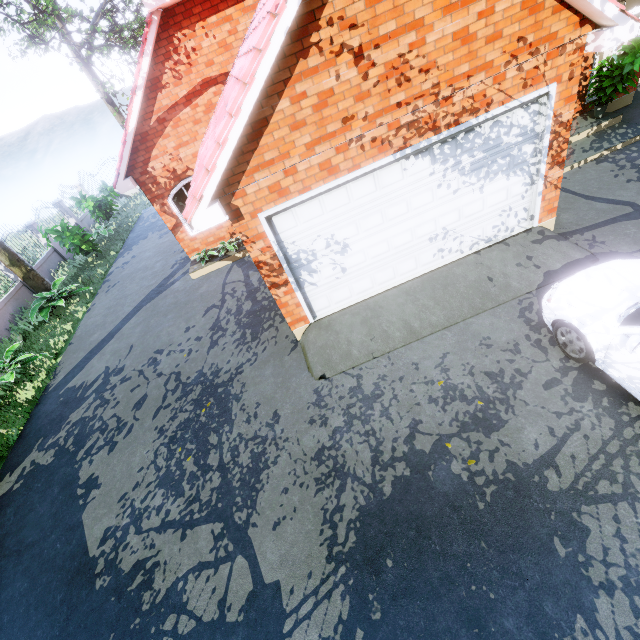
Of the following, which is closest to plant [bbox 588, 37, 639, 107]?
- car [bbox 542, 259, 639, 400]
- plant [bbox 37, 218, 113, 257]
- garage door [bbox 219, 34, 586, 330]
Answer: garage door [bbox 219, 34, 586, 330]

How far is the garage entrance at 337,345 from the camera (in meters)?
6.06

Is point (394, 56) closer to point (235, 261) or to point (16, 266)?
point (235, 261)

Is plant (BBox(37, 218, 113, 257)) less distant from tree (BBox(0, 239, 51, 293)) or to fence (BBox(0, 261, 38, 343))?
fence (BBox(0, 261, 38, 343))

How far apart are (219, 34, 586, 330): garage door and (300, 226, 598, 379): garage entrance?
0.0 meters

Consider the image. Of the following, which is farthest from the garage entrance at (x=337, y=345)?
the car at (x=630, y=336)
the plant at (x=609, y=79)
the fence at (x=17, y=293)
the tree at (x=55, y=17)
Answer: the tree at (x=55, y=17)

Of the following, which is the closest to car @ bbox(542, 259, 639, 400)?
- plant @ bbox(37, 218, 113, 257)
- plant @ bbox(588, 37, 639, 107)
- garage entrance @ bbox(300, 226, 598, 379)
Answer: garage entrance @ bbox(300, 226, 598, 379)

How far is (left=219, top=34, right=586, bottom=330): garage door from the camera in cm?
495
